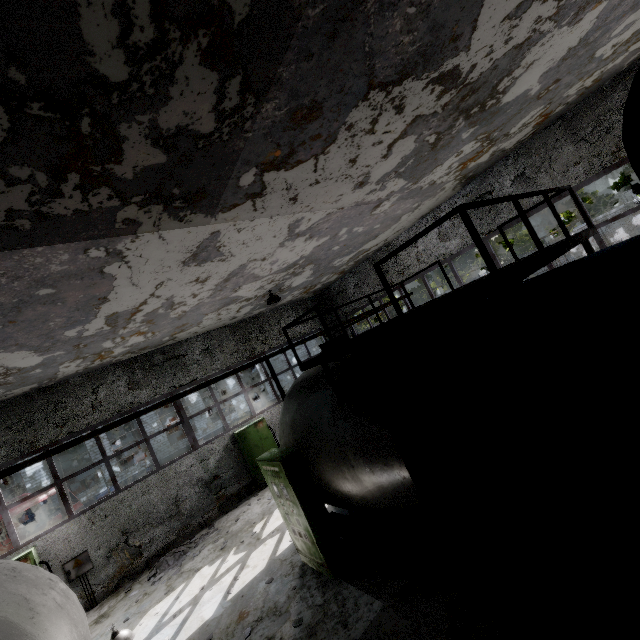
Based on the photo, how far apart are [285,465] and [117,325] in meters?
5.7 m

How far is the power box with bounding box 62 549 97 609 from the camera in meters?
9.6

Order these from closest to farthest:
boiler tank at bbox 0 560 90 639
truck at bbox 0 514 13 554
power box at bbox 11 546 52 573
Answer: boiler tank at bbox 0 560 90 639 < power box at bbox 11 546 52 573 < truck at bbox 0 514 13 554

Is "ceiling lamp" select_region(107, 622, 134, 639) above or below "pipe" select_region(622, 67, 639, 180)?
below

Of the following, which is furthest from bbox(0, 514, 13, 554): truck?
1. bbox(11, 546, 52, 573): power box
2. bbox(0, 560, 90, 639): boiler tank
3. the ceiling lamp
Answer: bbox(0, 560, 90, 639): boiler tank

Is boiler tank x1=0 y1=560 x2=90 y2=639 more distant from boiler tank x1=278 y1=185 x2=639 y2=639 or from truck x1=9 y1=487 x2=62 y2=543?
truck x1=9 y1=487 x2=62 y2=543

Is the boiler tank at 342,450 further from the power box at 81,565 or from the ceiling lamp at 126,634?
the power box at 81,565

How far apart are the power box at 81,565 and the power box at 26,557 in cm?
27
